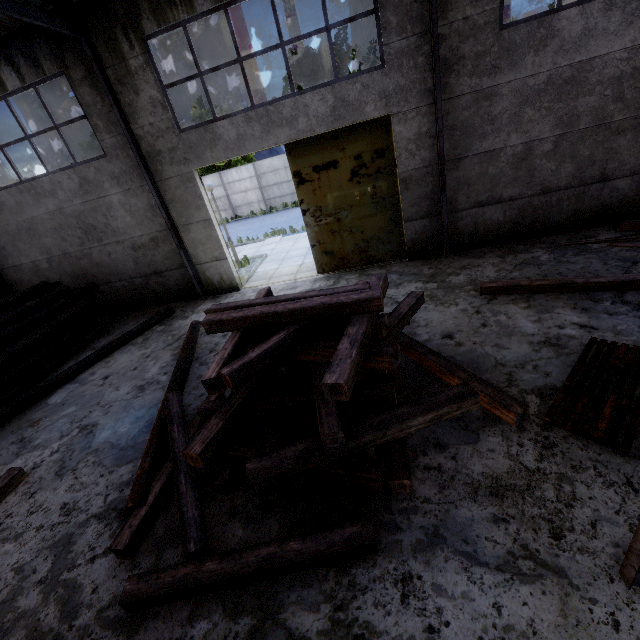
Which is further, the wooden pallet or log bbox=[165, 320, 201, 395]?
log bbox=[165, 320, 201, 395]

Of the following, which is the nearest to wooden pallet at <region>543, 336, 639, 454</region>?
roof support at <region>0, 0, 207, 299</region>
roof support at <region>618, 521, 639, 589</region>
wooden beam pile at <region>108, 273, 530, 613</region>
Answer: wooden beam pile at <region>108, 273, 530, 613</region>

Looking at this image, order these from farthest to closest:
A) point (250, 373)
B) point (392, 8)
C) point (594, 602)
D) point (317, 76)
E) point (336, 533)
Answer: point (317, 76), point (392, 8), point (250, 373), point (336, 533), point (594, 602)

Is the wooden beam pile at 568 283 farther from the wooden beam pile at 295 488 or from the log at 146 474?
the log at 146 474

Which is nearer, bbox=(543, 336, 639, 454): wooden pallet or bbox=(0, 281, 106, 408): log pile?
bbox=(543, 336, 639, 454): wooden pallet

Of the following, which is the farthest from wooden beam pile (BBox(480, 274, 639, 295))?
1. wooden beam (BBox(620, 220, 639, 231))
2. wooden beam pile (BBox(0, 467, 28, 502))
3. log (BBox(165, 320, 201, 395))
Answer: wooden beam pile (BBox(0, 467, 28, 502))

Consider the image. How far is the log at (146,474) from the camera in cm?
411

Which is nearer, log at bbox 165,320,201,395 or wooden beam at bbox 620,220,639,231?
log at bbox 165,320,201,395
